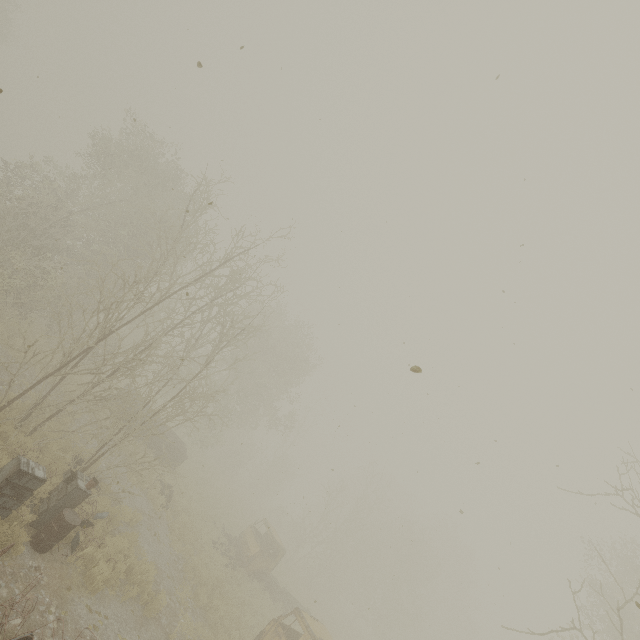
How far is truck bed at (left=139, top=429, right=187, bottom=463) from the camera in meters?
19.6 m

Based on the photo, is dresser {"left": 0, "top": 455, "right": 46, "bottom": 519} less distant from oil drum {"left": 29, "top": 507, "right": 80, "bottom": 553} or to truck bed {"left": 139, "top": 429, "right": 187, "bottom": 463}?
oil drum {"left": 29, "top": 507, "right": 80, "bottom": 553}

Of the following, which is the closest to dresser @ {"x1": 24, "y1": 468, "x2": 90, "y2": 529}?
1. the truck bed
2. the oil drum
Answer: the oil drum

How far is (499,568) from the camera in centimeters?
1043cm

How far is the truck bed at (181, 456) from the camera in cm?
1958

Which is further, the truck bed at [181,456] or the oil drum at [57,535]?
the truck bed at [181,456]

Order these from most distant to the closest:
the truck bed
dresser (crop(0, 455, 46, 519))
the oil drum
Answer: the truck bed
the oil drum
dresser (crop(0, 455, 46, 519))

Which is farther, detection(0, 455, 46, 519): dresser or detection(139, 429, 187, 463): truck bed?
detection(139, 429, 187, 463): truck bed
